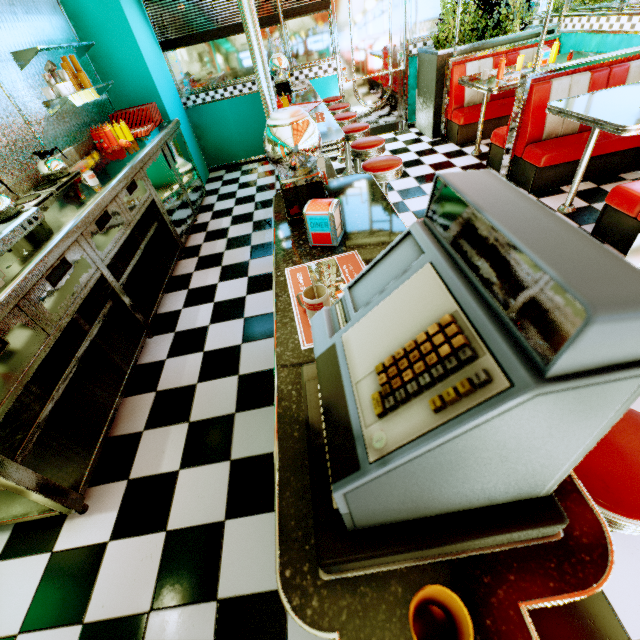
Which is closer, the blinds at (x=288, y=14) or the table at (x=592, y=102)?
the table at (x=592, y=102)

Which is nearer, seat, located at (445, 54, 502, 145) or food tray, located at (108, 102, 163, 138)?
food tray, located at (108, 102, 163, 138)

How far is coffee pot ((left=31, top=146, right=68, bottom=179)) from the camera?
2.88m

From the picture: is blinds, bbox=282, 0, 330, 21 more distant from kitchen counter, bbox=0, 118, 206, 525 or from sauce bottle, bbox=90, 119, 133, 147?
sauce bottle, bbox=90, 119, 133, 147

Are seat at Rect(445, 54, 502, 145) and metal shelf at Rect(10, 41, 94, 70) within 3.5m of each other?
no

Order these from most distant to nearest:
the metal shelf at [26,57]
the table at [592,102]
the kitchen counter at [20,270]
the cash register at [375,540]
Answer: the metal shelf at [26,57] < the table at [592,102] < the kitchen counter at [20,270] < the cash register at [375,540]

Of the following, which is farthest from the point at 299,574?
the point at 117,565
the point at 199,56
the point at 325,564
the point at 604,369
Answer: the point at 199,56

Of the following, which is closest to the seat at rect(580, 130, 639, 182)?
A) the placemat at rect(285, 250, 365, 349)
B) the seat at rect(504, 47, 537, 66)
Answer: the seat at rect(504, 47, 537, 66)
